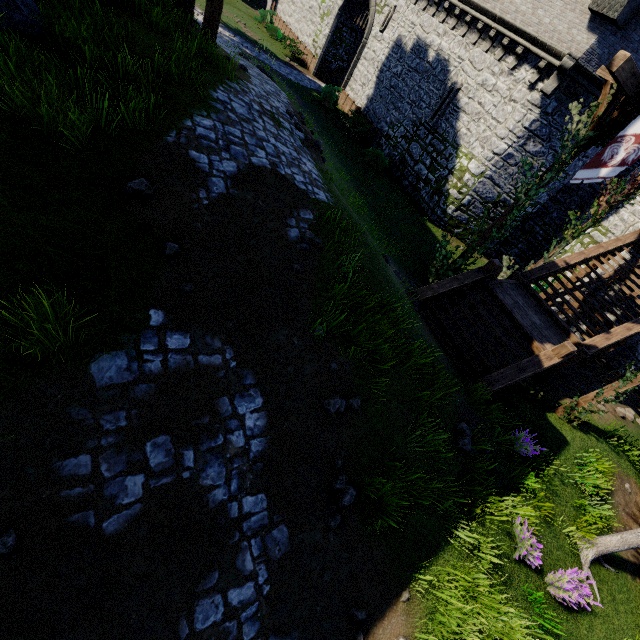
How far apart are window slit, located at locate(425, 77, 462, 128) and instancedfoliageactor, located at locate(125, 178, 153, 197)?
18.9 meters

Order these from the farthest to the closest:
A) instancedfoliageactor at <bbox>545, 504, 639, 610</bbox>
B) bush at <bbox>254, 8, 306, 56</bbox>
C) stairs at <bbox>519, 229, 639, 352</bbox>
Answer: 1. bush at <bbox>254, 8, 306, 56</bbox>
2. stairs at <bbox>519, 229, 639, 352</bbox>
3. instancedfoliageactor at <bbox>545, 504, 639, 610</bbox>

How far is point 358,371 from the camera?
5.6 meters

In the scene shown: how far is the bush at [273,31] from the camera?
27.2 meters

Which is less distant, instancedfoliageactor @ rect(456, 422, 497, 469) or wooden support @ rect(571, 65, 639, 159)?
instancedfoliageactor @ rect(456, 422, 497, 469)

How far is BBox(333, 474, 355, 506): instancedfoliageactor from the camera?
4.80m

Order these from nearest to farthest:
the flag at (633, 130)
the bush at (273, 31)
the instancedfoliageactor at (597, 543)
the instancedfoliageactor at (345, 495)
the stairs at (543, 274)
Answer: the instancedfoliageactor at (345, 495) → the instancedfoliageactor at (597, 543) → the flag at (633, 130) → the stairs at (543, 274) → the bush at (273, 31)

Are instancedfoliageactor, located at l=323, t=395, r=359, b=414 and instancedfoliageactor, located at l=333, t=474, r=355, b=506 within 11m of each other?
yes
